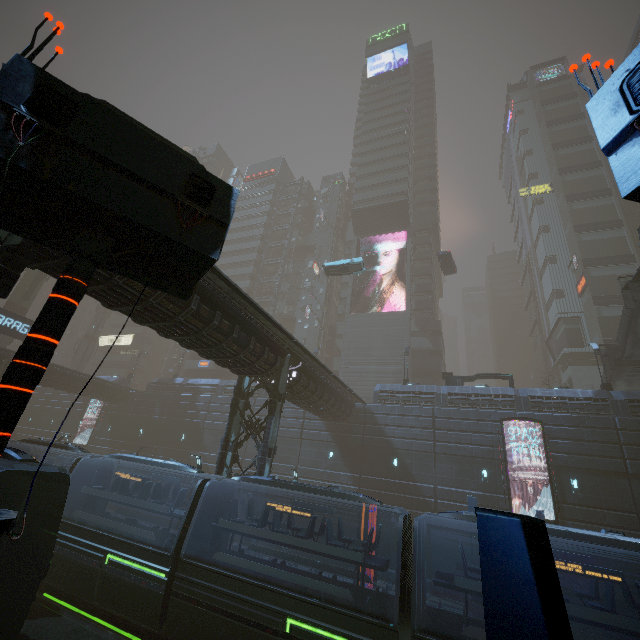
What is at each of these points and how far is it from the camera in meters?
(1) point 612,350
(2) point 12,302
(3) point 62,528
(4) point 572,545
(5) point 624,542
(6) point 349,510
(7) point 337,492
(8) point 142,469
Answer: (1) stairs, 27.2
(2) sm, 38.5
(3) train, 14.5
(4) building, 20.5
(5) train, 8.6
(6) building, 26.2
(7) train, 11.8
(8) building, 35.6

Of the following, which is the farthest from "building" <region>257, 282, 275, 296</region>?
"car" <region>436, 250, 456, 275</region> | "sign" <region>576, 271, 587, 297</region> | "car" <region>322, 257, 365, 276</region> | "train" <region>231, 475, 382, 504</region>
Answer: "car" <region>322, 257, 365, 276</region>

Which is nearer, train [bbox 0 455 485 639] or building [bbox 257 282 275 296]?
train [bbox 0 455 485 639]

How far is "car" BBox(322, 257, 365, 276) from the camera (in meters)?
32.94

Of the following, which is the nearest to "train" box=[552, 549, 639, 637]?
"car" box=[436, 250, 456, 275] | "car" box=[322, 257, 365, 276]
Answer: "car" box=[322, 257, 365, 276]

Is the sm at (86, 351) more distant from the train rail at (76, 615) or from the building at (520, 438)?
the train rail at (76, 615)

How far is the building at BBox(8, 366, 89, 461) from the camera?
34.2m

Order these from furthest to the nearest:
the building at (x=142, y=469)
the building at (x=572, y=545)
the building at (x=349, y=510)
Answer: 1. the building at (x=142, y=469)
2. the building at (x=349, y=510)
3. the building at (x=572, y=545)
